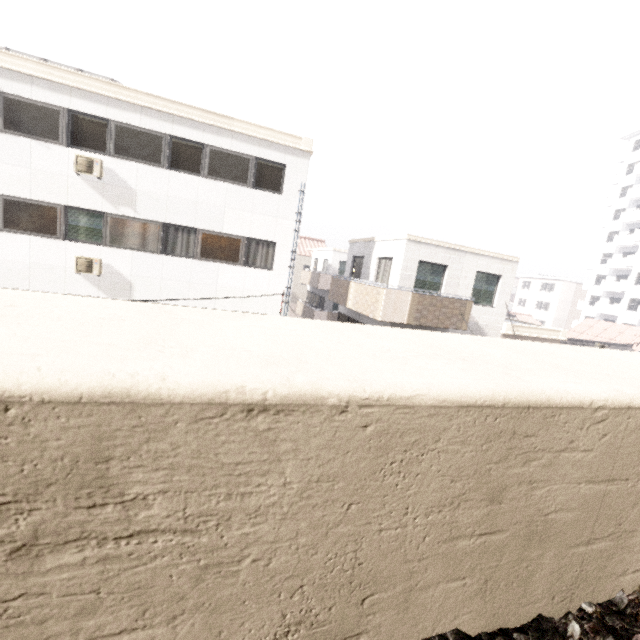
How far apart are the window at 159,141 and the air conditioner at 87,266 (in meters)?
3.39

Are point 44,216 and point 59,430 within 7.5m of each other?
no

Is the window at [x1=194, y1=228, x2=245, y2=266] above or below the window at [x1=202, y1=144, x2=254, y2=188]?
below

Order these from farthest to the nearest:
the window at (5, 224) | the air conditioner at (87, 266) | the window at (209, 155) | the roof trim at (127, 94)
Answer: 1. the window at (209, 155)
2. the air conditioner at (87, 266)
3. the window at (5, 224)
4. the roof trim at (127, 94)

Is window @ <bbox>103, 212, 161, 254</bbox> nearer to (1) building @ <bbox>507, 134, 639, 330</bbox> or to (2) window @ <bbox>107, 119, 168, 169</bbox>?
(2) window @ <bbox>107, 119, 168, 169</bbox>

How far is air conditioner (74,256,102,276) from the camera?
10.9 meters

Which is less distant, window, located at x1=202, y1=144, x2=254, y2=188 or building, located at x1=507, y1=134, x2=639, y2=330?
window, located at x1=202, y1=144, x2=254, y2=188

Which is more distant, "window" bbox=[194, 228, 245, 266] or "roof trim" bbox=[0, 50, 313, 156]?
"window" bbox=[194, 228, 245, 266]
